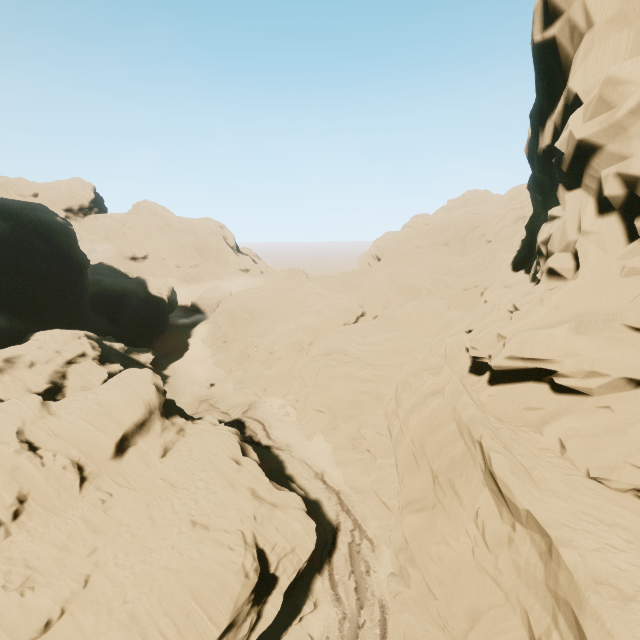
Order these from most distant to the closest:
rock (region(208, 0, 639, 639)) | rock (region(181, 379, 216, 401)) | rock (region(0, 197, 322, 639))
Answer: rock (region(181, 379, 216, 401)), rock (region(0, 197, 322, 639)), rock (region(208, 0, 639, 639))

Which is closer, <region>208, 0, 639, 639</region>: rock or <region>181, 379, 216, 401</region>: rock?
<region>208, 0, 639, 639</region>: rock

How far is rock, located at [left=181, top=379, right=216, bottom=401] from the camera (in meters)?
45.44

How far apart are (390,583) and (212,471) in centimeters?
1388cm

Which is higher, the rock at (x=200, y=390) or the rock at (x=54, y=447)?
the rock at (x=54, y=447)

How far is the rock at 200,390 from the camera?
45.4 meters
